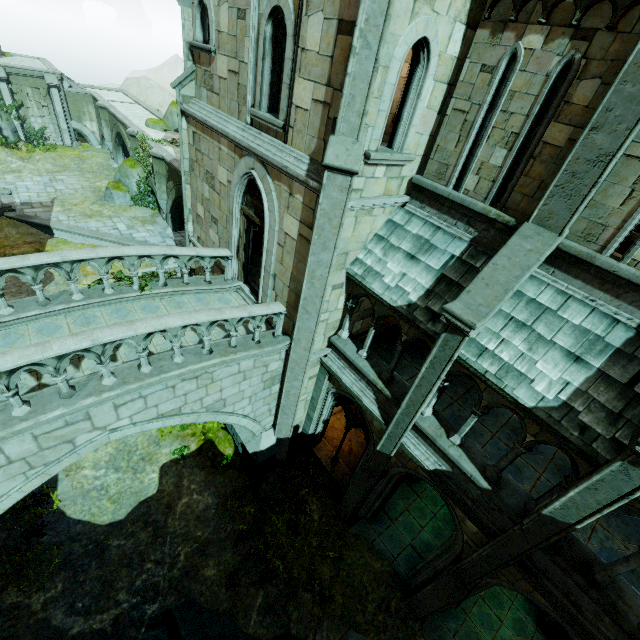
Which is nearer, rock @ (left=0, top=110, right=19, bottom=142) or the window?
the window

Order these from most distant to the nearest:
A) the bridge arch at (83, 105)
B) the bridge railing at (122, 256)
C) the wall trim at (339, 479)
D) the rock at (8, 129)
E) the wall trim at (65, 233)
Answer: the bridge arch at (83, 105) < the rock at (8, 129) < the wall trim at (65, 233) < the wall trim at (339, 479) < the bridge railing at (122, 256)

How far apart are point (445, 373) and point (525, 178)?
4.07m

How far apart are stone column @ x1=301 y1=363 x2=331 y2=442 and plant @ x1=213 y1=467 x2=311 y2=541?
1.16m

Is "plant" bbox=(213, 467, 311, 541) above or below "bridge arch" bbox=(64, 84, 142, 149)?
below

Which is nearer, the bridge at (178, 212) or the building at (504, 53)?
the building at (504, 53)

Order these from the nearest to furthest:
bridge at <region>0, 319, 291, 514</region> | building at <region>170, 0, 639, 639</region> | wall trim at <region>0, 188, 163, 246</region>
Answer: building at <region>170, 0, 639, 639</region>, bridge at <region>0, 319, 291, 514</region>, wall trim at <region>0, 188, 163, 246</region>

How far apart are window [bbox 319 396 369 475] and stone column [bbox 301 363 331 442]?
0.0m
